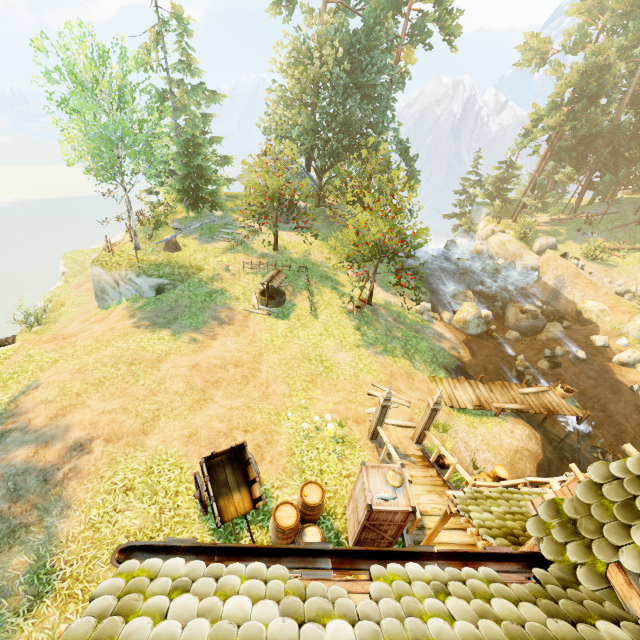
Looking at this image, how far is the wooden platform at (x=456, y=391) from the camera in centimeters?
1445cm

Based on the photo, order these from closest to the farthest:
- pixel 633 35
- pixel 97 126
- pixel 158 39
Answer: pixel 97 126 < pixel 158 39 < pixel 633 35

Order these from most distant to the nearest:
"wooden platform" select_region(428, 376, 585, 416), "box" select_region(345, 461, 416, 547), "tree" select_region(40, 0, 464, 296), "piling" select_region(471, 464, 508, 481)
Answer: "tree" select_region(40, 0, 464, 296) → "wooden platform" select_region(428, 376, 585, 416) → "piling" select_region(471, 464, 508, 481) → "box" select_region(345, 461, 416, 547)

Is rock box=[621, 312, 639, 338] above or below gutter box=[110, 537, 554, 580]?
below

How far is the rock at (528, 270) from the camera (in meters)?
29.16

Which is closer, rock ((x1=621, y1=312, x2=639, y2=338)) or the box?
the box

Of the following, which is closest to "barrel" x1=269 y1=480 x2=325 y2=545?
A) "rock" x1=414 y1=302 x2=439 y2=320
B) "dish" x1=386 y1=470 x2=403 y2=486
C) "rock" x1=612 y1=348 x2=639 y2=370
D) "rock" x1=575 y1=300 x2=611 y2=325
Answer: "dish" x1=386 y1=470 x2=403 y2=486

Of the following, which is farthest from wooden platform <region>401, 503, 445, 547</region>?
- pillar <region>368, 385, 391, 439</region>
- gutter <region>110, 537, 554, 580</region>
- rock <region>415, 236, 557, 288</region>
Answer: rock <region>415, 236, 557, 288</region>
